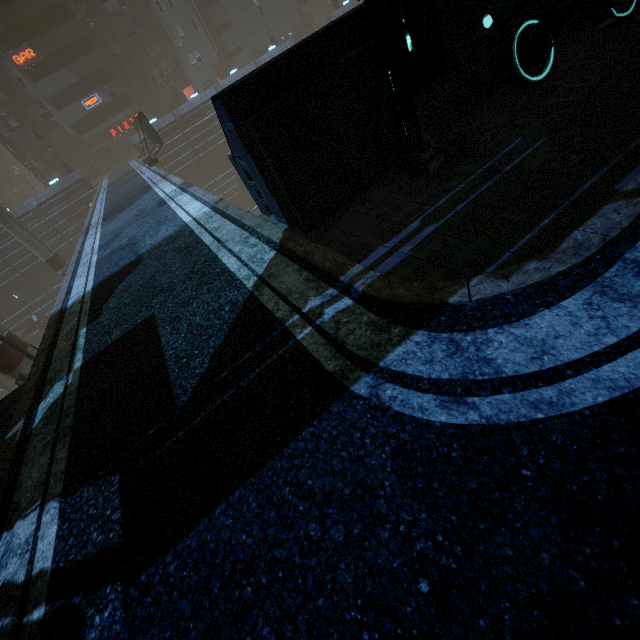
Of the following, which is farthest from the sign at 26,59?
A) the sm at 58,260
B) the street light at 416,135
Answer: the street light at 416,135

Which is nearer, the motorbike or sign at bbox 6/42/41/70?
the motorbike

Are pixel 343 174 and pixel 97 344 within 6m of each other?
yes

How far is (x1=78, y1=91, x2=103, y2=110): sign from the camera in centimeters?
3927cm

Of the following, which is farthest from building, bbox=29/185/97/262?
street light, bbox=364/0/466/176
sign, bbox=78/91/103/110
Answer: street light, bbox=364/0/466/176

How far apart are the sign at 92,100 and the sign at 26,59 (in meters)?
4.37

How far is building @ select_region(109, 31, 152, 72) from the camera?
41.06m

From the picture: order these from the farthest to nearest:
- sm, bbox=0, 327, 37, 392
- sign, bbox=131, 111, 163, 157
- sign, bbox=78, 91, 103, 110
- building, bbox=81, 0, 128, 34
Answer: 1. sign, bbox=78, 91, 103, 110
2. building, bbox=81, 0, 128, 34
3. sign, bbox=131, 111, 163, 157
4. sm, bbox=0, 327, 37, 392
